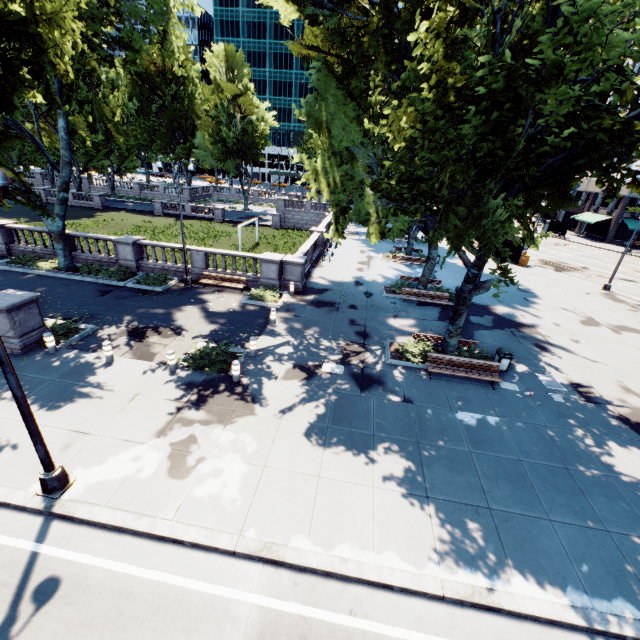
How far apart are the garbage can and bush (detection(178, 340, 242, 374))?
11.2 meters

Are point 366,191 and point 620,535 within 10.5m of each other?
Result: no

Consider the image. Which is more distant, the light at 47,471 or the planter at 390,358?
the planter at 390,358

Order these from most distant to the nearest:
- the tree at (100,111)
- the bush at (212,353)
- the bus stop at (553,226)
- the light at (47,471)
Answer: the bus stop at (553,226)
the bush at (212,353)
the tree at (100,111)
the light at (47,471)

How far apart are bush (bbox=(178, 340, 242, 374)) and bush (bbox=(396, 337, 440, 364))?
7.0 meters

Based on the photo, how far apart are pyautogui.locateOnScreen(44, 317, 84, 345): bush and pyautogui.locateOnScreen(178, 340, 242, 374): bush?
5.0 meters

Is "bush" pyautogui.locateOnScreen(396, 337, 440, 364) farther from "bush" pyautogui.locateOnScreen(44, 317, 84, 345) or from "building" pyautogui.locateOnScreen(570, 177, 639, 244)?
"building" pyautogui.locateOnScreen(570, 177, 639, 244)

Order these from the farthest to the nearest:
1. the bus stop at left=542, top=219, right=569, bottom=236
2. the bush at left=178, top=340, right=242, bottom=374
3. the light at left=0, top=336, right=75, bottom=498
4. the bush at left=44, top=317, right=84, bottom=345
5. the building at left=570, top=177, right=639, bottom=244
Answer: the bus stop at left=542, top=219, right=569, bottom=236, the building at left=570, top=177, right=639, bottom=244, the bush at left=44, top=317, right=84, bottom=345, the bush at left=178, top=340, right=242, bottom=374, the light at left=0, top=336, right=75, bottom=498
